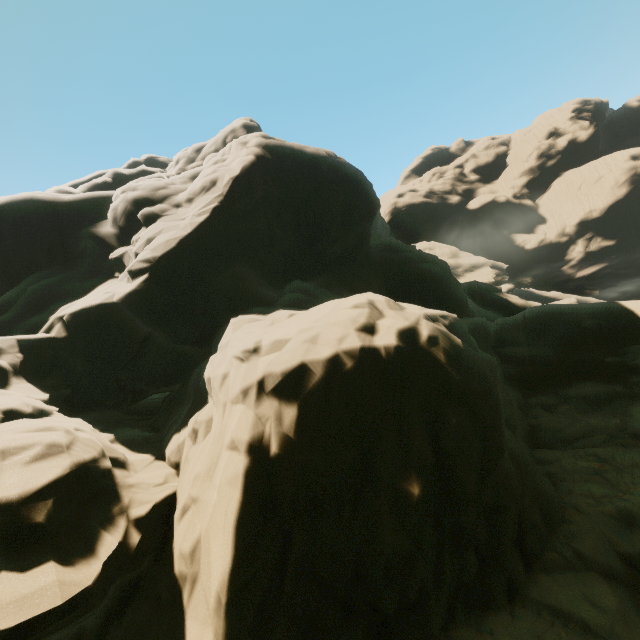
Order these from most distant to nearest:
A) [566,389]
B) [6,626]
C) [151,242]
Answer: [151,242]
[566,389]
[6,626]
